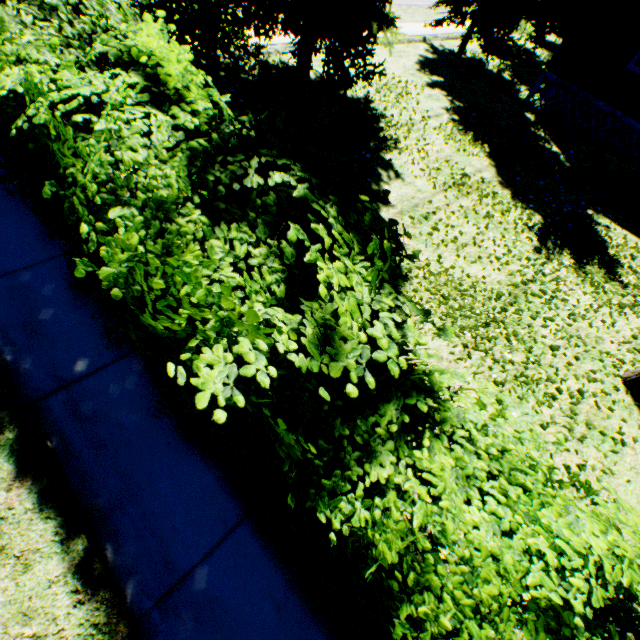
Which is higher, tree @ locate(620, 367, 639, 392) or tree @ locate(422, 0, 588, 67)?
tree @ locate(422, 0, 588, 67)

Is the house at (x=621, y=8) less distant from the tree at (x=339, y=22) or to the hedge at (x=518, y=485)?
the tree at (x=339, y=22)

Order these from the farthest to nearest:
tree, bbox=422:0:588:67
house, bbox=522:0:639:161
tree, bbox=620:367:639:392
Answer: tree, bbox=422:0:588:67 < house, bbox=522:0:639:161 < tree, bbox=620:367:639:392

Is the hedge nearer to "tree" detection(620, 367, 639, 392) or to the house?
"tree" detection(620, 367, 639, 392)

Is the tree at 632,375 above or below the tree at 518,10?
below

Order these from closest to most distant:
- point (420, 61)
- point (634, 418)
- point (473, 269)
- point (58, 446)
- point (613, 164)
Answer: point (58, 446) → point (634, 418) → point (473, 269) → point (613, 164) → point (420, 61)

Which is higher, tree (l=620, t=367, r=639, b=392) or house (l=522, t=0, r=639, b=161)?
house (l=522, t=0, r=639, b=161)
